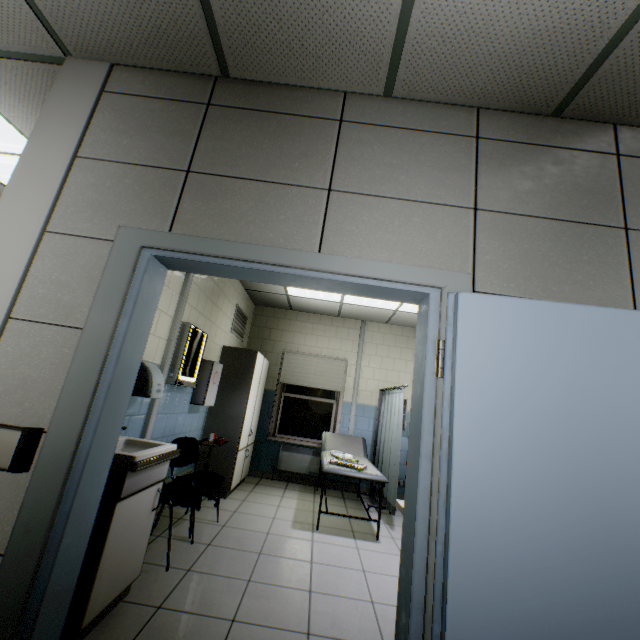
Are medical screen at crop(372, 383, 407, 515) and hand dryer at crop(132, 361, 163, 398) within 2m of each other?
no

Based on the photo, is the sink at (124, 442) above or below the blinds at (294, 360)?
below

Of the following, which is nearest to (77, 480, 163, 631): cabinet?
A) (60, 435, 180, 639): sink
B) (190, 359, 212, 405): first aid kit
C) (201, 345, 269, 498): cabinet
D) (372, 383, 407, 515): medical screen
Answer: (60, 435, 180, 639): sink

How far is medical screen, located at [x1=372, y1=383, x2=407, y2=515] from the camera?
4.5m

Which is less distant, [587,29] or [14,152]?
[587,29]

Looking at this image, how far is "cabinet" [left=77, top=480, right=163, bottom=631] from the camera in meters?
1.8 m

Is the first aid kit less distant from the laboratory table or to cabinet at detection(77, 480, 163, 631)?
the laboratory table

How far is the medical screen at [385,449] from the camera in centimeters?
445cm
